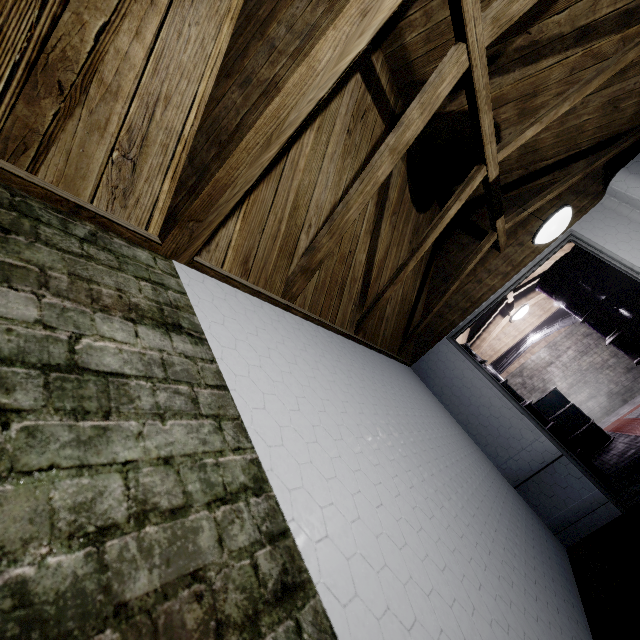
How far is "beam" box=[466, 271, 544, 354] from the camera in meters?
4.9

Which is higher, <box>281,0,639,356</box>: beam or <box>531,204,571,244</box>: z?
<box>281,0,639,356</box>: beam

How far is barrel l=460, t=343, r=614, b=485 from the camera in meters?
3.6 m

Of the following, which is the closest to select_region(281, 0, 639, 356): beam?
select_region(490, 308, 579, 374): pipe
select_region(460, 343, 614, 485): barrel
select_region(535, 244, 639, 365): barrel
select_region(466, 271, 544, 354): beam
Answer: select_region(466, 271, 544, 354): beam

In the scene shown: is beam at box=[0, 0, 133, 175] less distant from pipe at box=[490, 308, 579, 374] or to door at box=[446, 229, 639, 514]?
door at box=[446, 229, 639, 514]

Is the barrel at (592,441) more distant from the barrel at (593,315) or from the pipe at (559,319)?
the barrel at (593,315)

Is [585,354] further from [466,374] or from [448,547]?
[448,547]

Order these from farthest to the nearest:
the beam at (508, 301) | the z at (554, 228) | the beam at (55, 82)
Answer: the beam at (508, 301), the z at (554, 228), the beam at (55, 82)
